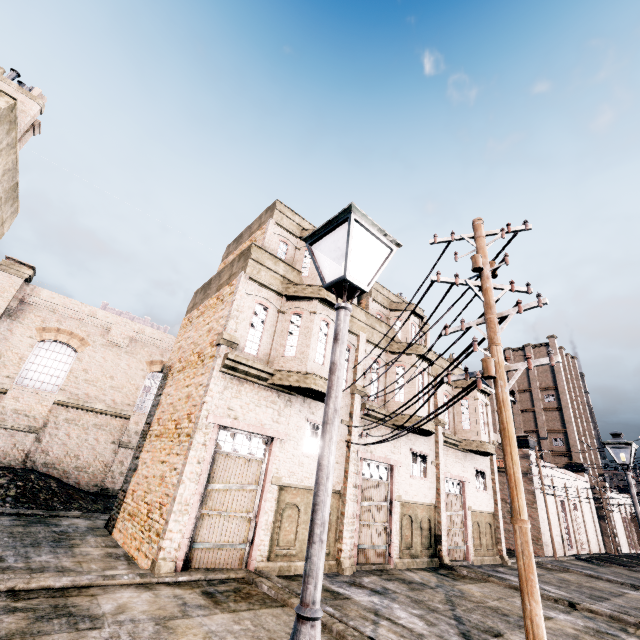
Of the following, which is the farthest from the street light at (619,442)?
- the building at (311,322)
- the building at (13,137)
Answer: the building at (13,137)

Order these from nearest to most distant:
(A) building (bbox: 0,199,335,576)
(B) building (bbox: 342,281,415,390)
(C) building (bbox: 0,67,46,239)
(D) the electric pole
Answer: (D) the electric pole
(C) building (bbox: 0,67,46,239)
(A) building (bbox: 0,199,335,576)
(B) building (bbox: 342,281,415,390)

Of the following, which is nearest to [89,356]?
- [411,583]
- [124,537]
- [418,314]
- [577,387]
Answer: [124,537]

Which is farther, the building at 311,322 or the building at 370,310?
the building at 370,310

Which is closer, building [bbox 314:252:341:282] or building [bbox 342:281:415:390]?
building [bbox 314:252:341:282]

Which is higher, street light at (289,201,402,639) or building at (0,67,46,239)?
building at (0,67,46,239)

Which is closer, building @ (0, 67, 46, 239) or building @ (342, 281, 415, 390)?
building @ (0, 67, 46, 239)
